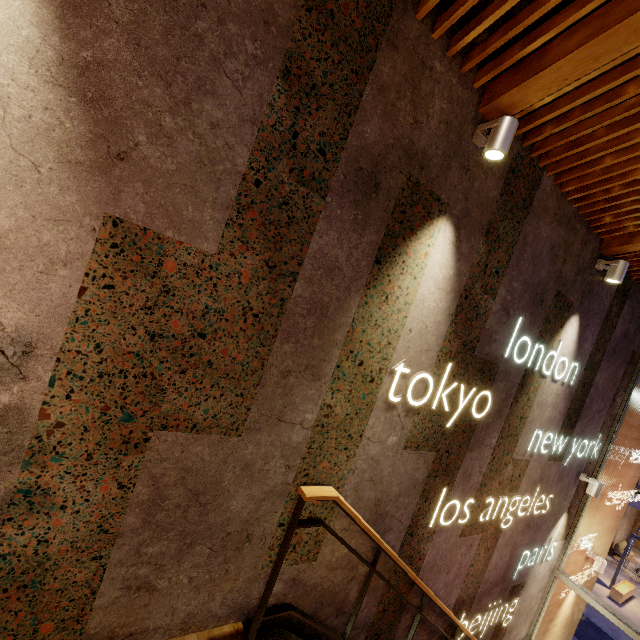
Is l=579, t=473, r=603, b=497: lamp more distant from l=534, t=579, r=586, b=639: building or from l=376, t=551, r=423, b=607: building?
l=534, t=579, r=586, b=639: building

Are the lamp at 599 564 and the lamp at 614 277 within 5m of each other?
no

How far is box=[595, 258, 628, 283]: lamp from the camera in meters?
3.6 m

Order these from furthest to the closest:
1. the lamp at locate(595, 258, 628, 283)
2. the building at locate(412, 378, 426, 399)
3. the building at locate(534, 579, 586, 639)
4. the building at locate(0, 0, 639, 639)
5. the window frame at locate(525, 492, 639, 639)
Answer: the building at locate(534, 579, 586, 639) → the window frame at locate(525, 492, 639, 639) → the lamp at locate(595, 258, 628, 283) → the building at locate(412, 378, 426, 399) → the building at locate(0, 0, 639, 639)

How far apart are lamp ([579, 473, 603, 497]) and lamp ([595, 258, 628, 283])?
3.32m

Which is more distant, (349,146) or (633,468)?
(633,468)

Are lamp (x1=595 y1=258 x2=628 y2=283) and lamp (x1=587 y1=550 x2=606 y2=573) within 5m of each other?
no

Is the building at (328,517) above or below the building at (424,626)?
above
